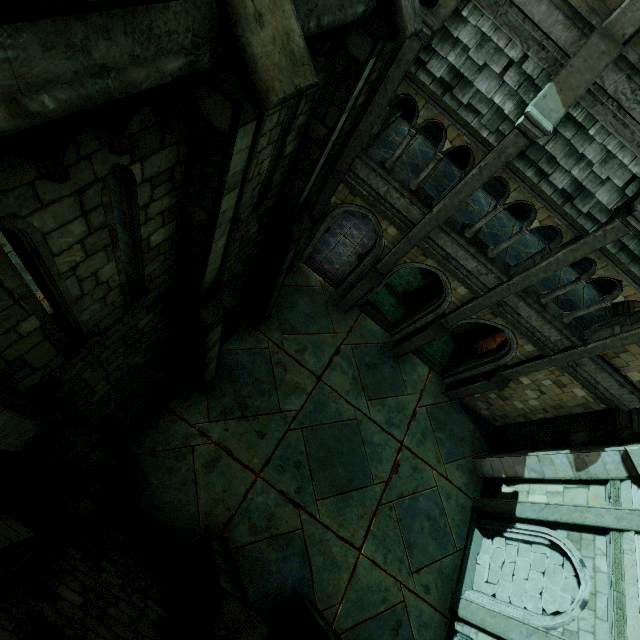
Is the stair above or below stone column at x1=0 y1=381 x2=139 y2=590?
below

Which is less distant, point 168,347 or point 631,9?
point 631,9

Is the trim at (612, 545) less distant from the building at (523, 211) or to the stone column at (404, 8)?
the building at (523, 211)

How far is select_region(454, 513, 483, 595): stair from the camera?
11.4m

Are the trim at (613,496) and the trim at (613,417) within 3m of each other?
yes

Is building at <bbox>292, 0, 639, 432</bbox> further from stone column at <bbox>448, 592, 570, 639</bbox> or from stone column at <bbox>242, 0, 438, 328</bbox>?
stone column at <bbox>448, 592, 570, 639</bbox>

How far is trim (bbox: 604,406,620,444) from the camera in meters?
10.4

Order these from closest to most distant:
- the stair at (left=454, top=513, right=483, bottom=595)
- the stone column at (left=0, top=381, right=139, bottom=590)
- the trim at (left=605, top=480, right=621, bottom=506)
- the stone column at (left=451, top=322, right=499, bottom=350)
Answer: the stone column at (left=0, top=381, right=139, bottom=590), the trim at (left=605, top=480, right=621, bottom=506), the stair at (left=454, top=513, right=483, bottom=595), the stone column at (left=451, top=322, right=499, bottom=350)
